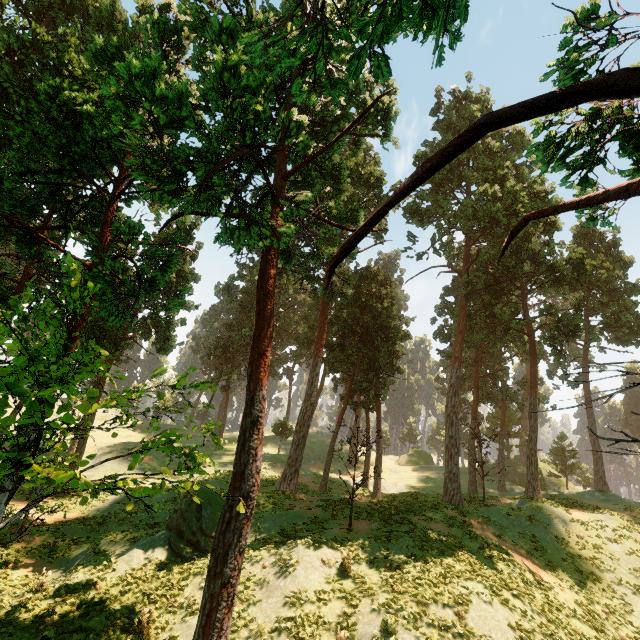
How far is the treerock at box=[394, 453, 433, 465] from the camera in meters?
56.3 m

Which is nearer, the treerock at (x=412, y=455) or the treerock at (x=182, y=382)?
the treerock at (x=182, y=382)

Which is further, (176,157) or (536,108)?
(176,157)

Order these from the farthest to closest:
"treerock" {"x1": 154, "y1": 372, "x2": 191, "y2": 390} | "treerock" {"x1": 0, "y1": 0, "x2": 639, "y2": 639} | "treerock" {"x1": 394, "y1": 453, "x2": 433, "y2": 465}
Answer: "treerock" {"x1": 394, "y1": 453, "x2": 433, "y2": 465} < "treerock" {"x1": 154, "y1": 372, "x2": 191, "y2": 390} < "treerock" {"x1": 0, "y1": 0, "x2": 639, "y2": 639}

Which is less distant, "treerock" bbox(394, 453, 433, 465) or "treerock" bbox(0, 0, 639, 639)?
"treerock" bbox(0, 0, 639, 639)
